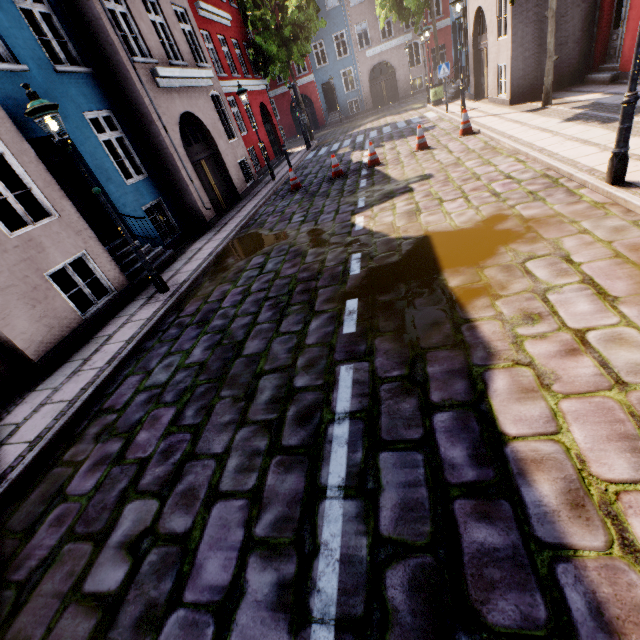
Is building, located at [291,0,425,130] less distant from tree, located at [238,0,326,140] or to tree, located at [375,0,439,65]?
tree, located at [375,0,439,65]

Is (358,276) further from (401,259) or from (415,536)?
(415,536)

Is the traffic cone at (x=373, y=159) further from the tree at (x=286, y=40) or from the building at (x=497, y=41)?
the tree at (x=286, y=40)

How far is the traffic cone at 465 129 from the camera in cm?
1045

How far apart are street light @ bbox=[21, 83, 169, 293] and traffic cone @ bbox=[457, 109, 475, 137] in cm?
1030

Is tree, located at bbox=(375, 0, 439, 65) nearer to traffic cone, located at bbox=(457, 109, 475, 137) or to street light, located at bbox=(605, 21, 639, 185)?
traffic cone, located at bbox=(457, 109, 475, 137)

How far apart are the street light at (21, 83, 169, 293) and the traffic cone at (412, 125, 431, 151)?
9.3 meters

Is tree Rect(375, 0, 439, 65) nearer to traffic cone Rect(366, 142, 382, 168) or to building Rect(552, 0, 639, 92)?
building Rect(552, 0, 639, 92)
